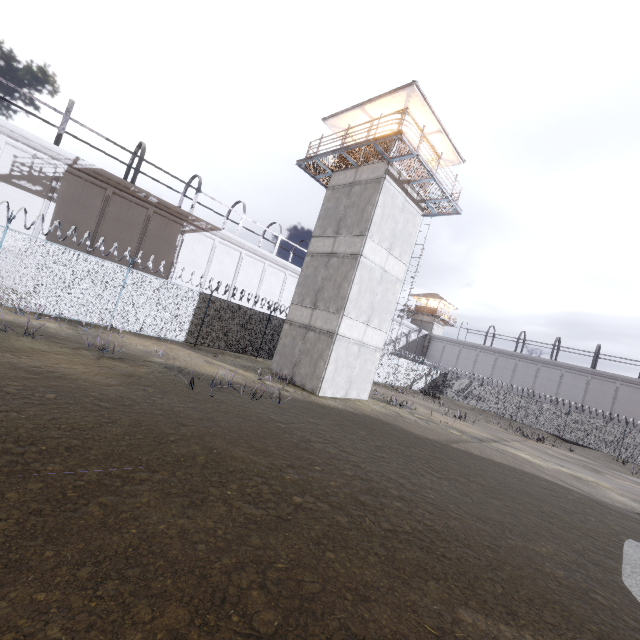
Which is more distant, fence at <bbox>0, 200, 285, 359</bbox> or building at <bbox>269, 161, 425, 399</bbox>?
building at <bbox>269, 161, 425, 399</bbox>

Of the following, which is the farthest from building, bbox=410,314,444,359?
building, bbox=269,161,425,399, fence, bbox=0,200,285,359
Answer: building, bbox=269,161,425,399

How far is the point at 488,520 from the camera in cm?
648

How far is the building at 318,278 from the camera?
15.6 meters

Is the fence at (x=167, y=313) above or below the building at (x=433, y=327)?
below

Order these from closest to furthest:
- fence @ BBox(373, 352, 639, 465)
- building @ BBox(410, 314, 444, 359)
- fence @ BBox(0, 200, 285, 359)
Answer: fence @ BBox(0, 200, 285, 359), fence @ BBox(373, 352, 639, 465), building @ BBox(410, 314, 444, 359)

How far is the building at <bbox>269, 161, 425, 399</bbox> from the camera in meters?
15.6 m
